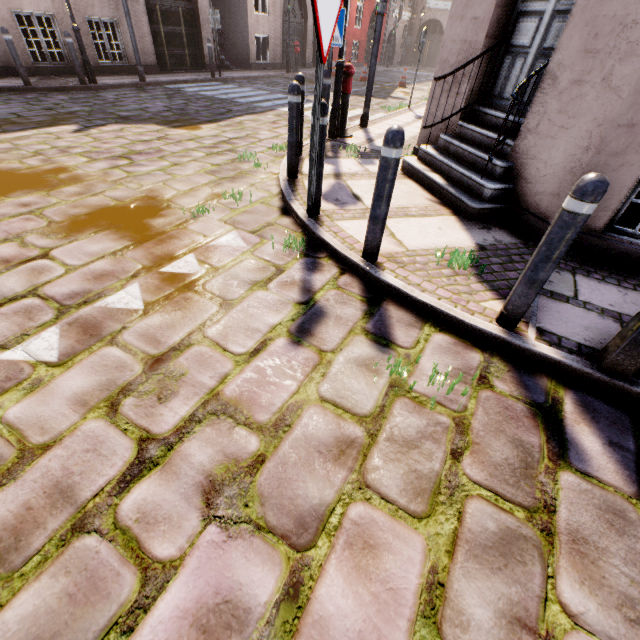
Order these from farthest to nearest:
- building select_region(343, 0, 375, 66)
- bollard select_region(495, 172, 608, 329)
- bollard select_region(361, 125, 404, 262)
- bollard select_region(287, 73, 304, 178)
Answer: building select_region(343, 0, 375, 66)
bollard select_region(287, 73, 304, 178)
bollard select_region(361, 125, 404, 262)
bollard select_region(495, 172, 608, 329)

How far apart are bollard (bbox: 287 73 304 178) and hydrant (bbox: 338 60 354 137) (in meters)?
2.69

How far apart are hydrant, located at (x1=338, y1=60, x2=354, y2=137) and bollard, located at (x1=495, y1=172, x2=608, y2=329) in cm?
569

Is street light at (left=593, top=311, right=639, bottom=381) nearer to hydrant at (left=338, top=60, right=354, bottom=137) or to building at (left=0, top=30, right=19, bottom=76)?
hydrant at (left=338, top=60, right=354, bottom=137)

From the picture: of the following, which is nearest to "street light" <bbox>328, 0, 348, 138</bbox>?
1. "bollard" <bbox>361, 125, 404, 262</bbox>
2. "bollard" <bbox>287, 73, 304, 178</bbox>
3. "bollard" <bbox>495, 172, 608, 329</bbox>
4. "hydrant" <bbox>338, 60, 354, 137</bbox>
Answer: "hydrant" <bbox>338, 60, 354, 137</bbox>

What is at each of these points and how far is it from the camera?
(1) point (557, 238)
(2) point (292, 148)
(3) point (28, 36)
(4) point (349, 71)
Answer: (1) bollard, 2.00m
(2) bollard, 4.37m
(3) building, 16.39m
(4) hydrant, 6.08m

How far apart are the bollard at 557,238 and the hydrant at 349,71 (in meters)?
5.69

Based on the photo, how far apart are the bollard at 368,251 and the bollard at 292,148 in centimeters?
219cm
